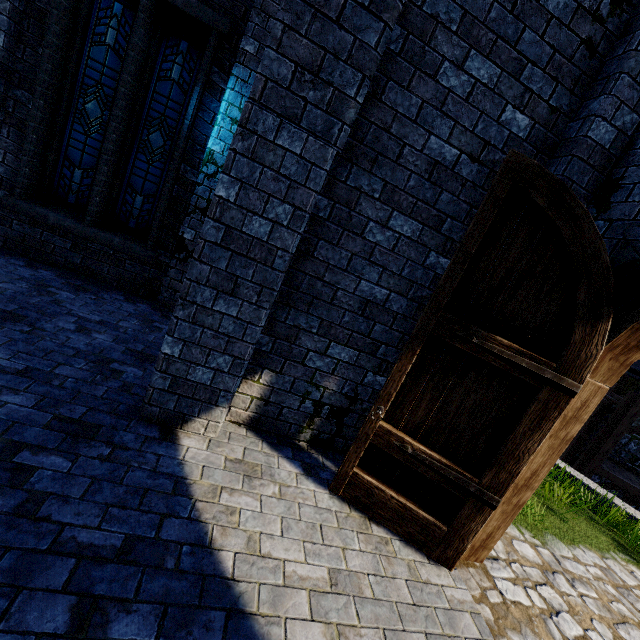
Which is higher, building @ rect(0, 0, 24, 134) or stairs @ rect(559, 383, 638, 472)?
building @ rect(0, 0, 24, 134)

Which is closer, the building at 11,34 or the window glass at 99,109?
the building at 11,34

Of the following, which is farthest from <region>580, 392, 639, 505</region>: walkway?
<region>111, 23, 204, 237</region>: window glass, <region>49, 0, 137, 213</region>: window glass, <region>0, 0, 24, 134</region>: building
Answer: <region>49, 0, 137, 213</region>: window glass

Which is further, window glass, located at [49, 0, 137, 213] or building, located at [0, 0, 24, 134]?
window glass, located at [49, 0, 137, 213]

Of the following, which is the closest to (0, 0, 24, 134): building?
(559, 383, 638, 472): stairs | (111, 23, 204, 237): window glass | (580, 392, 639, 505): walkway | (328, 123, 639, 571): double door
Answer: (328, 123, 639, 571): double door

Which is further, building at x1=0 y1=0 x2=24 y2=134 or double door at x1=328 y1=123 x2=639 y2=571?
building at x1=0 y1=0 x2=24 y2=134

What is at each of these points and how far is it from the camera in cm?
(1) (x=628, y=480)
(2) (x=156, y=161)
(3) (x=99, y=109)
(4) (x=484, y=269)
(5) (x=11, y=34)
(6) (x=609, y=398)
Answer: (1) walkway, 1413
(2) window glass, 561
(3) window glass, 526
(4) double door, 273
(5) building, 446
(6) stairs, 1412

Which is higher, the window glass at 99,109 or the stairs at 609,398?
the window glass at 99,109
